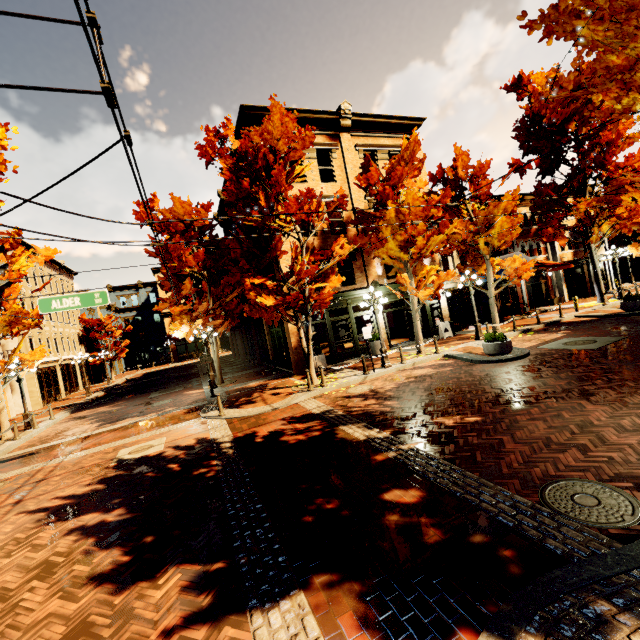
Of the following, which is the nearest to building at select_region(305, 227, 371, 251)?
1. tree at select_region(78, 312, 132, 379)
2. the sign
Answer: the sign

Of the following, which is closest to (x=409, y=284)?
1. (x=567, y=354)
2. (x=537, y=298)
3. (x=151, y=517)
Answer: (x=567, y=354)

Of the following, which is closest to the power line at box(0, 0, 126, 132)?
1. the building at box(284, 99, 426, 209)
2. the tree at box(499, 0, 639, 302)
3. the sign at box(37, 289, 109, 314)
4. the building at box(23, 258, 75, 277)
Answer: the tree at box(499, 0, 639, 302)

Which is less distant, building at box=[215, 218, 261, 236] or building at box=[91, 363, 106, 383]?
building at box=[215, 218, 261, 236]

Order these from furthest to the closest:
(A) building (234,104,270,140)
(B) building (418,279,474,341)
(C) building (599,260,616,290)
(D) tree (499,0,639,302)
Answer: (C) building (599,260,616,290), (B) building (418,279,474,341), (A) building (234,104,270,140), (D) tree (499,0,639,302)

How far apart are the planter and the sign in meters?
13.2

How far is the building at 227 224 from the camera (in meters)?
18.85

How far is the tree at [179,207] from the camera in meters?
15.7 m
